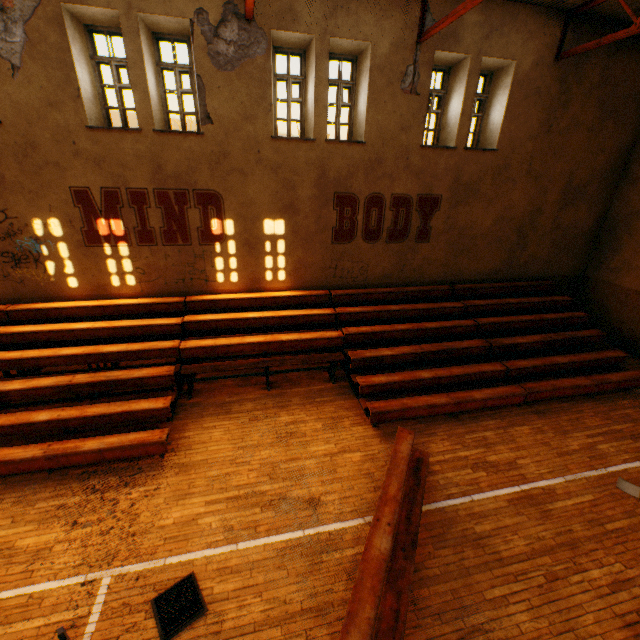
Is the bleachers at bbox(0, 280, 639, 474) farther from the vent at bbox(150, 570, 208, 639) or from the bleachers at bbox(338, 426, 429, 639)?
the vent at bbox(150, 570, 208, 639)

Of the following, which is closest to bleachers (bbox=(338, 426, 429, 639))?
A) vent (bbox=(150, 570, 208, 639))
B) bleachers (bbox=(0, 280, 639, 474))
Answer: bleachers (bbox=(0, 280, 639, 474))

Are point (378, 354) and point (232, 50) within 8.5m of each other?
yes

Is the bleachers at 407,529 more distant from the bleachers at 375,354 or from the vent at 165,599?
the vent at 165,599

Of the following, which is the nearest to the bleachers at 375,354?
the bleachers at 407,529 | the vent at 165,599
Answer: the bleachers at 407,529

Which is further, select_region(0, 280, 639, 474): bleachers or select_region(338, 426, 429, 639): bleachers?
select_region(0, 280, 639, 474): bleachers
